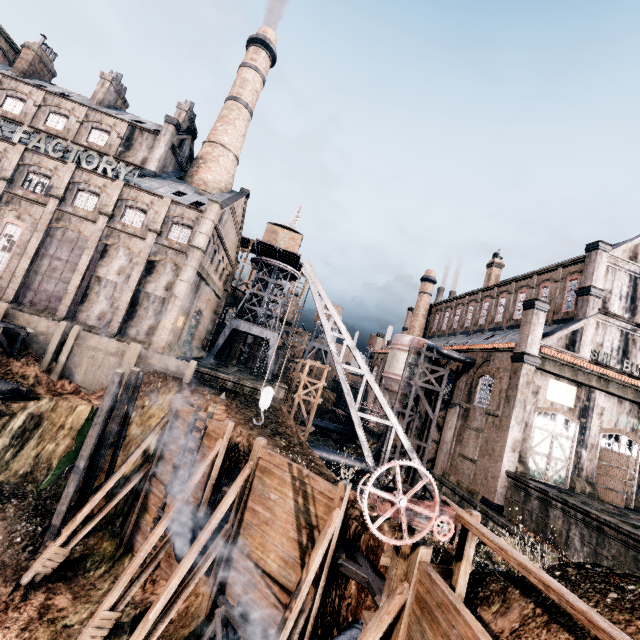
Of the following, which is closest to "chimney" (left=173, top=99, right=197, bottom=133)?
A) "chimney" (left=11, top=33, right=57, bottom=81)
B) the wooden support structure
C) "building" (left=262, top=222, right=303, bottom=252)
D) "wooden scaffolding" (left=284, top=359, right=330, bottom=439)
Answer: "building" (left=262, top=222, right=303, bottom=252)

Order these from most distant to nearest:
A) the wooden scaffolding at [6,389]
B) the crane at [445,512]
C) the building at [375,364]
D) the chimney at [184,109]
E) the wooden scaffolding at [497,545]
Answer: the building at [375,364], the chimney at [184,109], the wooden scaffolding at [6,389], the crane at [445,512], the wooden scaffolding at [497,545]

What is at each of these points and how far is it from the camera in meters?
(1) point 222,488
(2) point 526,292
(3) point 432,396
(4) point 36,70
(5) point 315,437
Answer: (1) wooden scaffolding, 16.1
(2) building, 34.7
(3) building, 35.7
(4) chimney, 39.2
(5) stone debris, 51.8

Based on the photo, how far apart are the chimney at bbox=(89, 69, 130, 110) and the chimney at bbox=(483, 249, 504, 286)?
52.7 meters

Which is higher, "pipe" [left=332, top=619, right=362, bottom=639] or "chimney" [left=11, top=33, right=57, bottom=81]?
→ "chimney" [left=11, top=33, right=57, bottom=81]

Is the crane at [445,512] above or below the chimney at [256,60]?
below

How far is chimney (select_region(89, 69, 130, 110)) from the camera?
38.4 meters

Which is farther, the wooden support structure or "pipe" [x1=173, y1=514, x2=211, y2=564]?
"pipe" [x1=173, y1=514, x2=211, y2=564]
